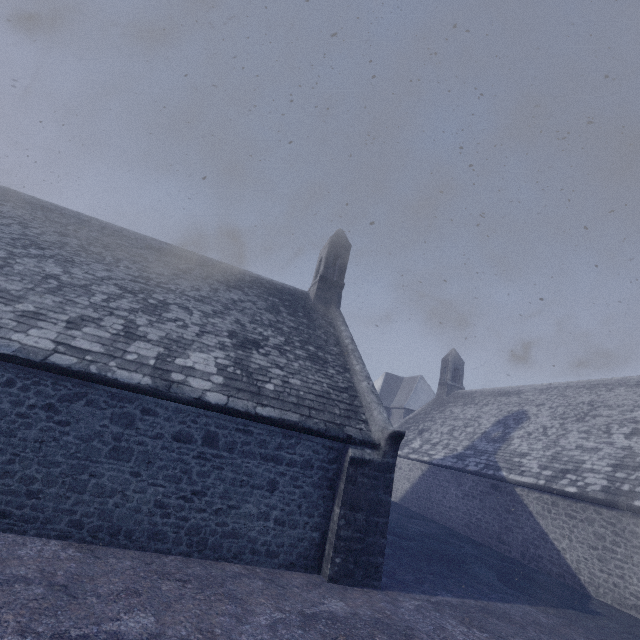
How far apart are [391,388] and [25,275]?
35.8m
